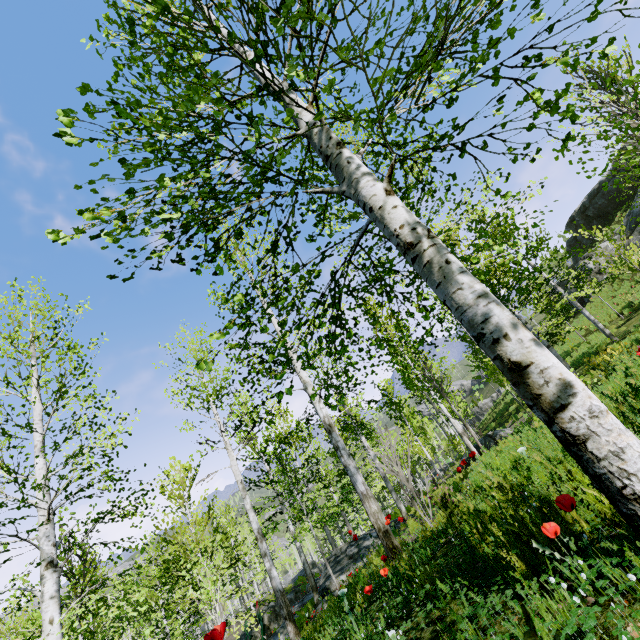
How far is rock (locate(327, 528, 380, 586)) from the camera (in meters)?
12.22

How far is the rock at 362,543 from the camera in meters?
12.2 m

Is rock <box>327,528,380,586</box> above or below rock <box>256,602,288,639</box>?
above

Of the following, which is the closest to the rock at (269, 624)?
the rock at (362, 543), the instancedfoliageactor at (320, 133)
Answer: the rock at (362, 543)

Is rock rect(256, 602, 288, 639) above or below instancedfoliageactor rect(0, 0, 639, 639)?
below

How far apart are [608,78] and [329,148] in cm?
654

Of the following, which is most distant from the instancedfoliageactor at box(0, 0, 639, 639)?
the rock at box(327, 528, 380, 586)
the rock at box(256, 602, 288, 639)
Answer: the rock at box(256, 602, 288, 639)
